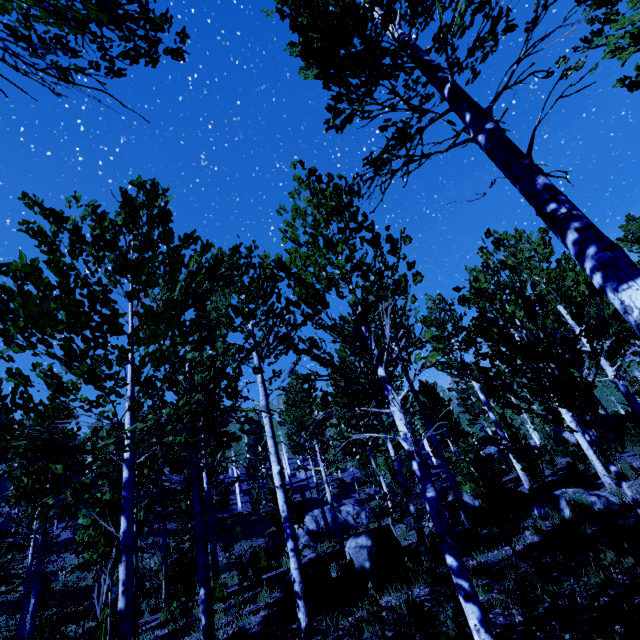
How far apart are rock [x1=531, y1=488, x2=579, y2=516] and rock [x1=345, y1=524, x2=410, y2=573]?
3.5 meters

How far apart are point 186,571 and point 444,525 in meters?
6.4

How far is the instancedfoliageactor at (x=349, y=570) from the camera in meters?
7.1 m

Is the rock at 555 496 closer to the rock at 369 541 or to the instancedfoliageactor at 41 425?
the instancedfoliageactor at 41 425

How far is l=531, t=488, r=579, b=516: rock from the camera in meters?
8.0

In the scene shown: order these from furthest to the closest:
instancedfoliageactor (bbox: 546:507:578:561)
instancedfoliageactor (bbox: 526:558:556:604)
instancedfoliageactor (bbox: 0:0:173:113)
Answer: instancedfoliageactor (bbox: 546:507:578:561), instancedfoliageactor (bbox: 526:558:556:604), instancedfoliageactor (bbox: 0:0:173:113)

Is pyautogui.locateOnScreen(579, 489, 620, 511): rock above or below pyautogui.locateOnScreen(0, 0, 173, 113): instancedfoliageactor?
below

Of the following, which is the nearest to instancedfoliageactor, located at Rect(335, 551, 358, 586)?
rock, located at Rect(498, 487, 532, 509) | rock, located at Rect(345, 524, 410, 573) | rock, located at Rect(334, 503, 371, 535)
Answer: rock, located at Rect(345, 524, 410, 573)
